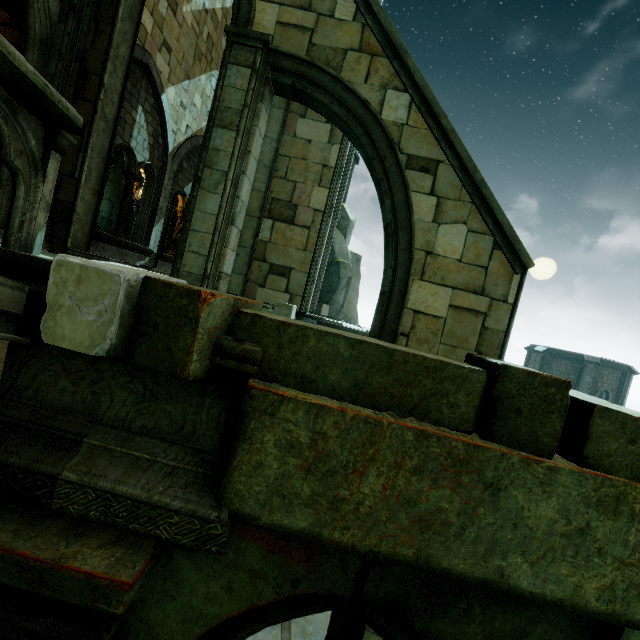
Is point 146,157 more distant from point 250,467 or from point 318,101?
point 250,467

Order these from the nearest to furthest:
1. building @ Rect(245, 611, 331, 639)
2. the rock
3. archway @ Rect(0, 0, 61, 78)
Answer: archway @ Rect(0, 0, 61, 78), building @ Rect(245, 611, 331, 639), the rock

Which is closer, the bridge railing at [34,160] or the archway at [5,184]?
the bridge railing at [34,160]

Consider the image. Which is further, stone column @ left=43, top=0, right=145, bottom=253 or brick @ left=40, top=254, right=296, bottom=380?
stone column @ left=43, top=0, right=145, bottom=253

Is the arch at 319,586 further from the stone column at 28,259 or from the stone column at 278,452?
the stone column at 28,259

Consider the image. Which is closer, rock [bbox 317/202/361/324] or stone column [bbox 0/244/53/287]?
stone column [bbox 0/244/53/287]

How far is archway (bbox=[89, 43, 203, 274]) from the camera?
8.2m

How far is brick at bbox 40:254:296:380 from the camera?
1.6m
